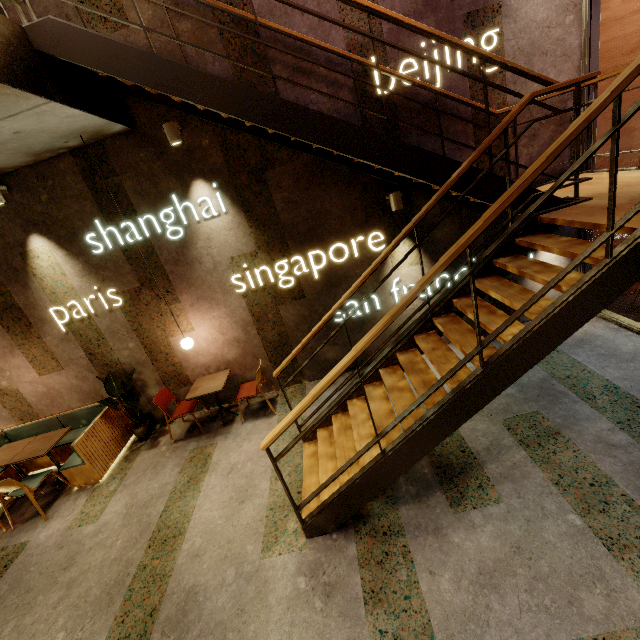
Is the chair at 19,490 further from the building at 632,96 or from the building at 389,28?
the building at 632,96

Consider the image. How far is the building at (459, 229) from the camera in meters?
5.0

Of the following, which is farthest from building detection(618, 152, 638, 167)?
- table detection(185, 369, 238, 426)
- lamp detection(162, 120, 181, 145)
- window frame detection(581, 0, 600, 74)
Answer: table detection(185, 369, 238, 426)

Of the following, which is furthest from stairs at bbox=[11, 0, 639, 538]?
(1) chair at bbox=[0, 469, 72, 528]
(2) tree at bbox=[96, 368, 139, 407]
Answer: (1) chair at bbox=[0, 469, 72, 528]

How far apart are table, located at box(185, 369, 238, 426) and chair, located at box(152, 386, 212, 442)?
0.27m

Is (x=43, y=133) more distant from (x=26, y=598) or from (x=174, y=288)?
(x=26, y=598)

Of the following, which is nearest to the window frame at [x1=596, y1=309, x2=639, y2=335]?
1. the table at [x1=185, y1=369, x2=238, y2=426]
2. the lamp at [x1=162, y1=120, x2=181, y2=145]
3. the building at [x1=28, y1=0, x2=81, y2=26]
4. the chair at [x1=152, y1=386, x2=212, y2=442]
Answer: the building at [x1=28, y1=0, x2=81, y2=26]

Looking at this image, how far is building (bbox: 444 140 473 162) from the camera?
4.6 meters
